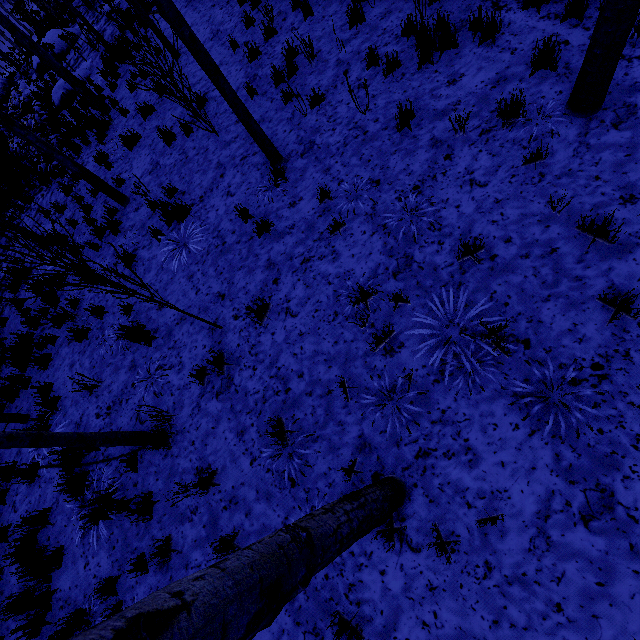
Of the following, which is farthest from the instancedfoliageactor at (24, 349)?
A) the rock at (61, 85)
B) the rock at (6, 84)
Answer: the rock at (6, 84)

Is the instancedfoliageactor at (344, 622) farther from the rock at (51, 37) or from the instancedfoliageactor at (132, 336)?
the rock at (51, 37)

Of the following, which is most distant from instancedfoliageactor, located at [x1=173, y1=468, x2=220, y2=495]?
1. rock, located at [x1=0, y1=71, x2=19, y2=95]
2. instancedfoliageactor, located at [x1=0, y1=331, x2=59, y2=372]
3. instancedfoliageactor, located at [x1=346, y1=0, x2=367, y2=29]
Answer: rock, located at [x1=0, y1=71, x2=19, y2=95]

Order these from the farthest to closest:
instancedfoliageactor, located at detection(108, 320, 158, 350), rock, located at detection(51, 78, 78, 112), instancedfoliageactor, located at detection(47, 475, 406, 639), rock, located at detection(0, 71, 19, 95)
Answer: rock, located at detection(0, 71, 19, 95) → rock, located at detection(51, 78, 78, 112) → instancedfoliageactor, located at detection(108, 320, 158, 350) → instancedfoliageactor, located at detection(47, 475, 406, 639)

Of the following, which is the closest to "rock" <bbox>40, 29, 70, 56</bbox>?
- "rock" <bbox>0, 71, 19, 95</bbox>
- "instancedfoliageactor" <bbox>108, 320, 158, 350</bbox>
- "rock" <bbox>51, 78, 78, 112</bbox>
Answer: "rock" <bbox>0, 71, 19, 95</bbox>

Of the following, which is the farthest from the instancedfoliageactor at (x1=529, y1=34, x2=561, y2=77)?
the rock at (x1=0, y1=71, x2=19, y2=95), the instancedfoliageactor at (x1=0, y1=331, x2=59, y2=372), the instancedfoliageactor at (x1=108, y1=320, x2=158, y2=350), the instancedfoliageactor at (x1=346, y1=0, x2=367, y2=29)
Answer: the rock at (x1=0, y1=71, x2=19, y2=95)

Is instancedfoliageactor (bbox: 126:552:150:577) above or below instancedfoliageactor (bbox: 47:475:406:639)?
below

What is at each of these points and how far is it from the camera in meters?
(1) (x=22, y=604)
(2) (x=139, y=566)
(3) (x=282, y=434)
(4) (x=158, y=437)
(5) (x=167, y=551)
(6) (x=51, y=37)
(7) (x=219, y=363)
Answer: (1) instancedfoliageactor, 4.3
(2) instancedfoliageactor, 4.1
(3) instancedfoliageactor, 3.9
(4) instancedfoliageactor, 4.6
(5) instancedfoliageactor, 3.9
(6) rock, 14.7
(7) instancedfoliageactor, 4.6
